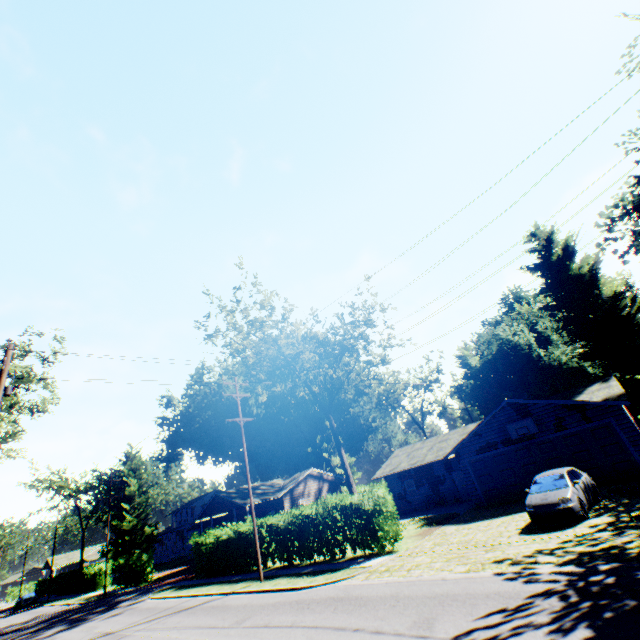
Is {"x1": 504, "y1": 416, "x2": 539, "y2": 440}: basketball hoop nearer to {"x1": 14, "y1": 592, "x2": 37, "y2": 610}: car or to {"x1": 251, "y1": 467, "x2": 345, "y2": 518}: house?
{"x1": 251, "y1": 467, "x2": 345, "y2": 518}: house

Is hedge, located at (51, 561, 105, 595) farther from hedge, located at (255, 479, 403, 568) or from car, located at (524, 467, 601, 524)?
car, located at (524, 467, 601, 524)

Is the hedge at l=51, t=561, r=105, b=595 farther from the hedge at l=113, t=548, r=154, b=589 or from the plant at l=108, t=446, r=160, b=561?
the plant at l=108, t=446, r=160, b=561

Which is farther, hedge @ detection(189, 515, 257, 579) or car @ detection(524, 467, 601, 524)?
hedge @ detection(189, 515, 257, 579)

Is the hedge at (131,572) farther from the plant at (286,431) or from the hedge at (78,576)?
the plant at (286,431)

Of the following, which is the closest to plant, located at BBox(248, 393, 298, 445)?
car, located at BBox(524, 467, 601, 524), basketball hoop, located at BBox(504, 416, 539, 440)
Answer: basketball hoop, located at BBox(504, 416, 539, 440)

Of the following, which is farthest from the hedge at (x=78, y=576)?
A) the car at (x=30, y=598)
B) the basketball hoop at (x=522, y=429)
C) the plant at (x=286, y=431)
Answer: the basketball hoop at (x=522, y=429)

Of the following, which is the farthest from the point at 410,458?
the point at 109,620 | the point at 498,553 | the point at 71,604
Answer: the point at 71,604
